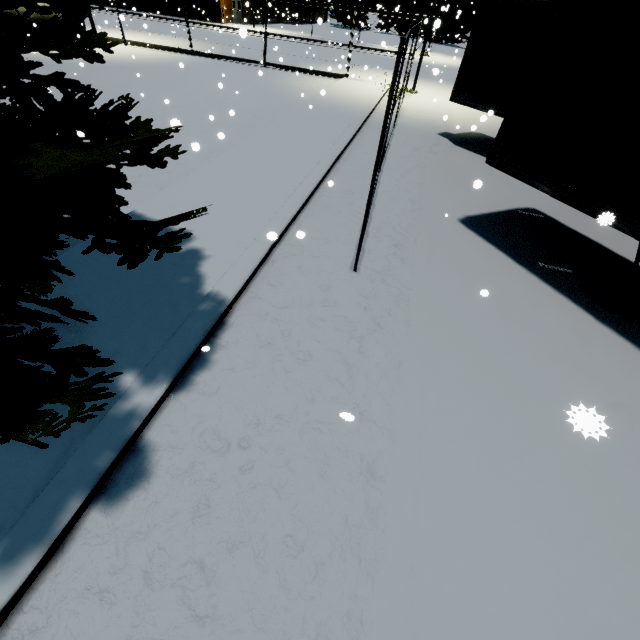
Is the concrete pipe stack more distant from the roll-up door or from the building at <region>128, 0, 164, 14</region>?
the roll-up door

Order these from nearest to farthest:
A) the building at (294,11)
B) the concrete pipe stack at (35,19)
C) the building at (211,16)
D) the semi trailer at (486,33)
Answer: the semi trailer at (486,33) → the concrete pipe stack at (35,19) → the building at (211,16) → the building at (294,11)

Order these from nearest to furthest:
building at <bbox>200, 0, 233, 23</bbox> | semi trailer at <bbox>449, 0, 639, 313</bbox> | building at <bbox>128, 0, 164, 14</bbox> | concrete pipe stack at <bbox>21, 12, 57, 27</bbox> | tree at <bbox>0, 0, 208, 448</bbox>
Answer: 1. tree at <bbox>0, 0, 208, 448</bbox>
2. semi trailer at <bbox>449, 0, 639, 313</bbox>
3. concrete pipe stack at <bbox>21, 12, 57, 27</bbox>
4. building at <bbox>200, 0, 233, 23</bbox>
5. building at <bbox>128, 0, 164, 14</bbox>

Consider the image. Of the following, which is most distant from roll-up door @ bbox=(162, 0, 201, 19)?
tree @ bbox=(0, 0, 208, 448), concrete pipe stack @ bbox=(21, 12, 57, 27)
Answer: tree @ bbox=(0, 0, 208, 448)

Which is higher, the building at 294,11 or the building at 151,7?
the building at 294,11

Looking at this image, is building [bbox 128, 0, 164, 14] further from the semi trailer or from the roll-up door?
the semi trailer

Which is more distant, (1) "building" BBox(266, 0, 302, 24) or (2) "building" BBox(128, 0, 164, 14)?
(1) "building" BBox(266, 0, 302, 24)

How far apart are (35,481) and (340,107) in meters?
15.5
